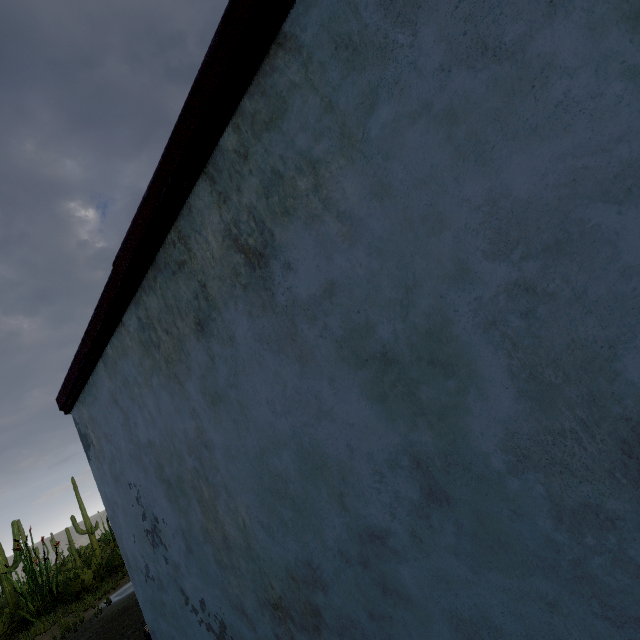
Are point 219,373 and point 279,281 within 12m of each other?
yes
